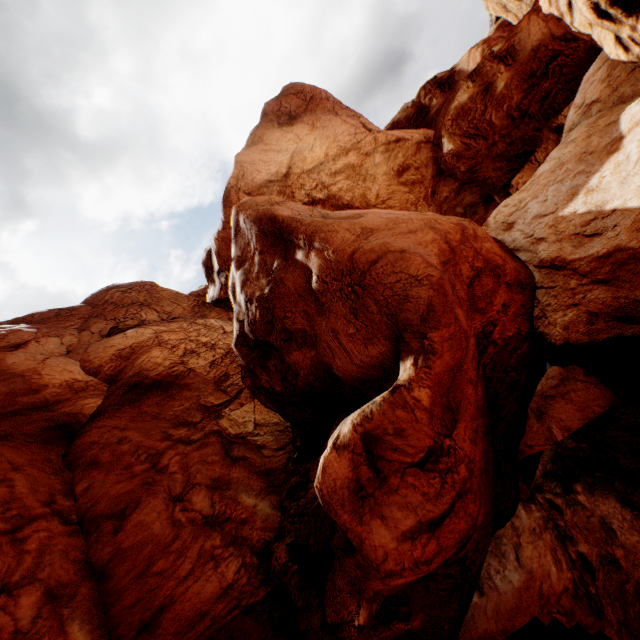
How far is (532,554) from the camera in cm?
969
